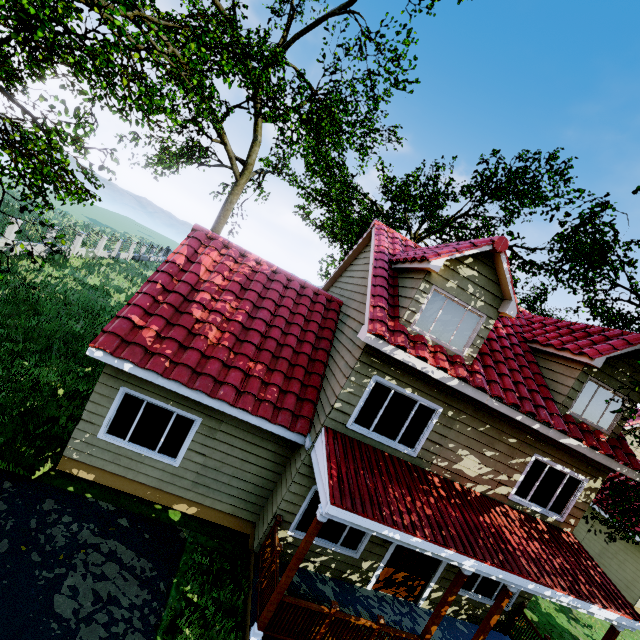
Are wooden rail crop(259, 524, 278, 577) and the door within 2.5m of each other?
no

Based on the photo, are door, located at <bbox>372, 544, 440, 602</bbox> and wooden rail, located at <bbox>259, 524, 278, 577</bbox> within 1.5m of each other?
no

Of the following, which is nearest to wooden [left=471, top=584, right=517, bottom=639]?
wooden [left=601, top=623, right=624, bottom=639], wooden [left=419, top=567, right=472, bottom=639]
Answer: wooden [left=419, top=567, right=472, bottom=639]

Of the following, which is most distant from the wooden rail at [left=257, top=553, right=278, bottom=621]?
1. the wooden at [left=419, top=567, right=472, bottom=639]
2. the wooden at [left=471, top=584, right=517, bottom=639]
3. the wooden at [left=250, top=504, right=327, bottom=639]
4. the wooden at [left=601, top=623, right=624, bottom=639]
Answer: the wooden at [left=601, top=623, right=624, bottom=639]

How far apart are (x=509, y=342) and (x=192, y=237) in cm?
998

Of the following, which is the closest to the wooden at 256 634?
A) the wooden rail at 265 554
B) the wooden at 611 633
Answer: the wooden rail at 265 554

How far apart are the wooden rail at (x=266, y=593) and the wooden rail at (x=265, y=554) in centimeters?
Result: 11cm

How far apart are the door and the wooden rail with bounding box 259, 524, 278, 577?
3.08m
